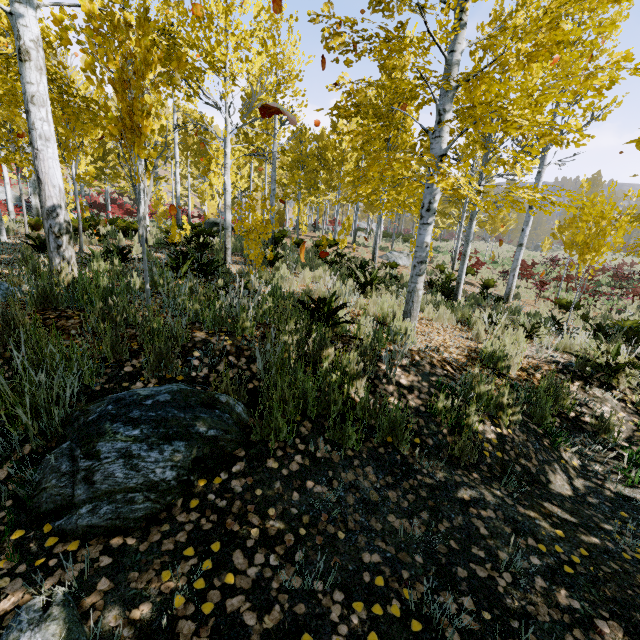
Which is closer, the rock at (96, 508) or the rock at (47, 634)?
the rock at (47, 634)

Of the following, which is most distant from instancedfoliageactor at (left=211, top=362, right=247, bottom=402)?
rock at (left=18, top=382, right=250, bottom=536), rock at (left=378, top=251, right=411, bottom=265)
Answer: rock at (left=378, top=251, right=411, bottom=265)

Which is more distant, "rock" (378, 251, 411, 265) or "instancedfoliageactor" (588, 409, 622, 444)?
"rock" (378, 251, 411, 265)

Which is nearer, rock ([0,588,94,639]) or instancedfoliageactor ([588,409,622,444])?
rock ([0,588,94,639])

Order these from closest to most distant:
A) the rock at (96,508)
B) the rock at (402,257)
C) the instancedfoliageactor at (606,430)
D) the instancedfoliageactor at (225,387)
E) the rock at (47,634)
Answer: the rock at (47,634) → the rock at (96,508) → the instancedfoliageactor at (225,387) → the instancedfoliageactor at (606,430) → the rock at (402,257)

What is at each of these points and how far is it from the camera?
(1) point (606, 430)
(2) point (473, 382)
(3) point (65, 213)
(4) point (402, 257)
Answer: (1) instancedfoliageactor, 3.79m
(2) instancedfoliageactor, 3.61m
(3) instancedfoliageactor, 4.29m
(4) rock, 16.95m

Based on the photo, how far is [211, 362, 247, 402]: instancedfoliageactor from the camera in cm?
257
